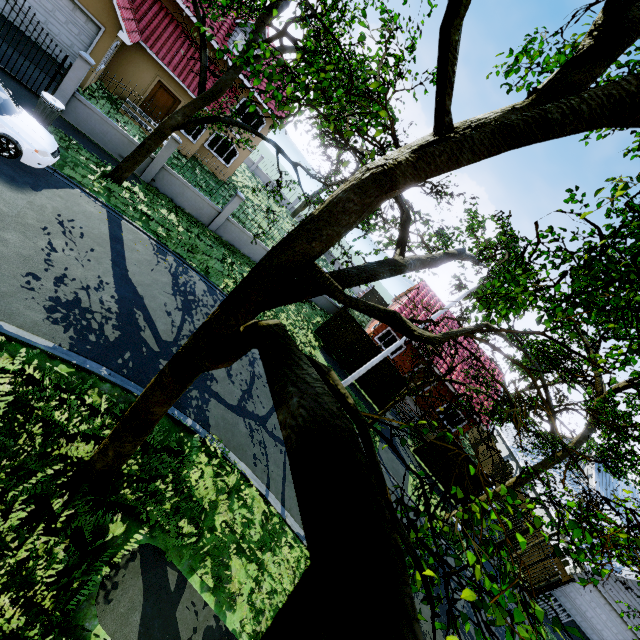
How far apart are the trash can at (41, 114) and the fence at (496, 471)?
36.1m

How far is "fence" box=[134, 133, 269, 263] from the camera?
14.5m

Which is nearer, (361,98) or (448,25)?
(448,25)

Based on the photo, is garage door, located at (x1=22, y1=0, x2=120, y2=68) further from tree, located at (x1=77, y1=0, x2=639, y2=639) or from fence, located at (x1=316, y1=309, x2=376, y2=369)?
fence, located at (x1=316, y1=309, x2=376, y2=369)

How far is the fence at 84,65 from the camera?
11.93m

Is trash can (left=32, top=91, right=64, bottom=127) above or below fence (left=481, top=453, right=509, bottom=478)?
below

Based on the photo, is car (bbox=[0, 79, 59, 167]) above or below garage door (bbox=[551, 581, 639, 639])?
below

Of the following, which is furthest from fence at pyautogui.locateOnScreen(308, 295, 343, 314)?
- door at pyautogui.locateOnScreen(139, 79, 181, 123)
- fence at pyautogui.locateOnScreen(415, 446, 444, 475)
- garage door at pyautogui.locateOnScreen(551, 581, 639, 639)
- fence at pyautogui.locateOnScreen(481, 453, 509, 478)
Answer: garage door at pyautogui.locateOnScreen(551, 581, 639, 639)
